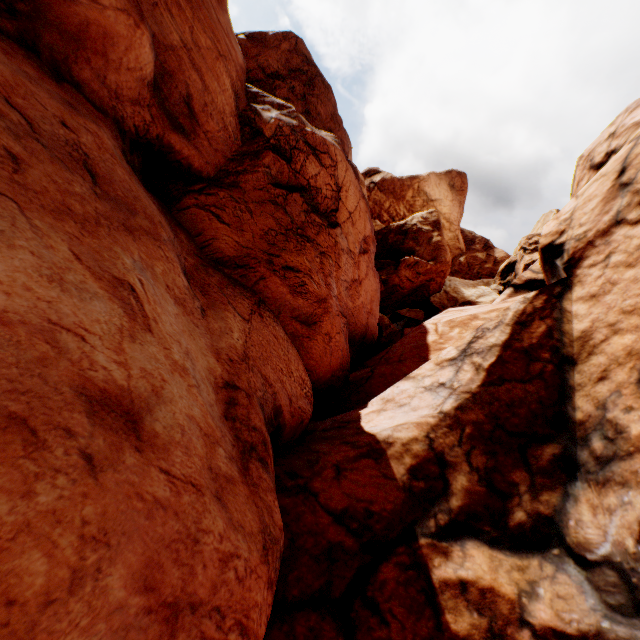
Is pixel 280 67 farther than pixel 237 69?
Yes
